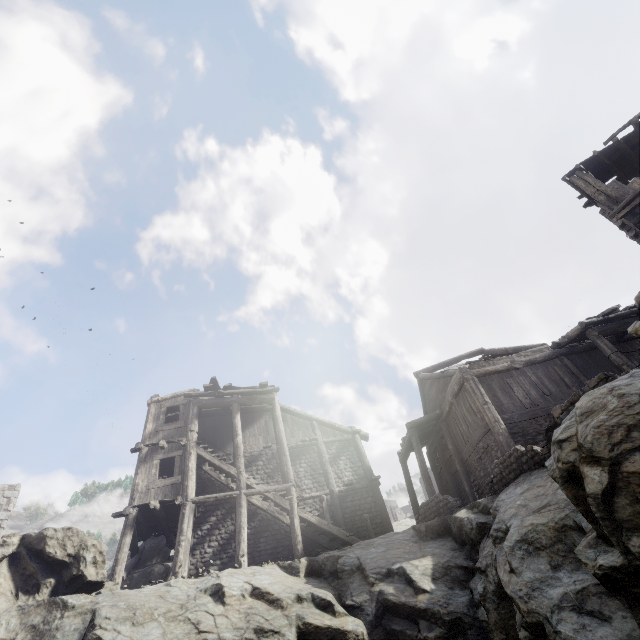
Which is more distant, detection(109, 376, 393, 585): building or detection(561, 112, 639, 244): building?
detection(109, 376, 393, 585): building

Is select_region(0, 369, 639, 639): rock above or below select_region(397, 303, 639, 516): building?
below

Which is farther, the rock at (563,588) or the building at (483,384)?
the building at (483,384)

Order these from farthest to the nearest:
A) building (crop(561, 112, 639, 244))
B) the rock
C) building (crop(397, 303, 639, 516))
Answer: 1. building (crop(397, 303, 639, 516))
2. building (crop(561, 112, 639, 244))
3. the rock

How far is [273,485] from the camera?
17.5 meters

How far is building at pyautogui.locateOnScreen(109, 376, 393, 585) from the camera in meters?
14.2 m

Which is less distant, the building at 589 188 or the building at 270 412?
the building at 589 188

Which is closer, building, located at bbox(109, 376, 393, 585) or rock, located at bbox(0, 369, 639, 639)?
rock, located at bbox(0, 369, 639, 639)
